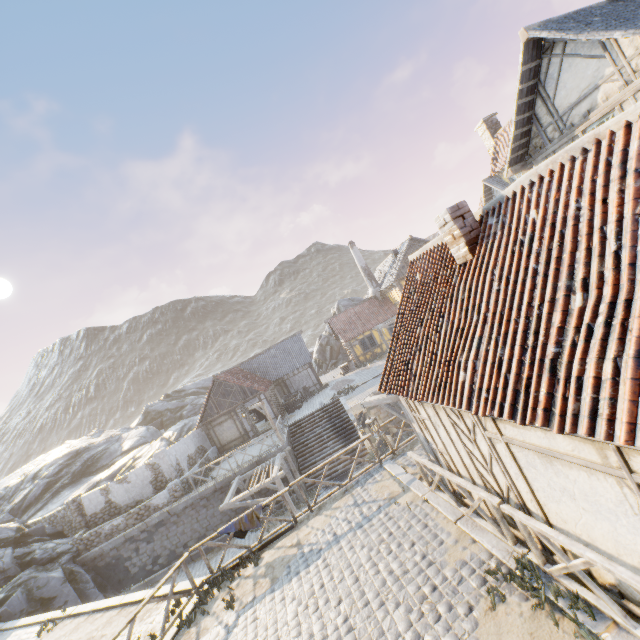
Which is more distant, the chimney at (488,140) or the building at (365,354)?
the building at (365,354)

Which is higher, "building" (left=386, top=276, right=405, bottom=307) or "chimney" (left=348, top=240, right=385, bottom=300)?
"chimney" (left=348, top=240, right=385, bottom=300)

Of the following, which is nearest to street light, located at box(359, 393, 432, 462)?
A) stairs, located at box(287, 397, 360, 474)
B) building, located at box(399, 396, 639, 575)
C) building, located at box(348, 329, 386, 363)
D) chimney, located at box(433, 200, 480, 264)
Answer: building, located at box(399, 396, 639, 575)

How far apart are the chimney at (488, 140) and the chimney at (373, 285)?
14.47m

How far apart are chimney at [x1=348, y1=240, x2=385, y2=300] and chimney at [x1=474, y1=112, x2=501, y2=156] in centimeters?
1447cm

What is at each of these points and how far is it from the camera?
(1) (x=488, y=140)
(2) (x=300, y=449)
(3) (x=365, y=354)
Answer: (1) chimney, 28.5 meters
(2) stairs, 22.3 meters
(3) building, 32.4 meters

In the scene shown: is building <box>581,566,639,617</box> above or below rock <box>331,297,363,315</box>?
below

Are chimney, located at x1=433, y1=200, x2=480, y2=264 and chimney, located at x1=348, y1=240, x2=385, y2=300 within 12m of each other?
no
